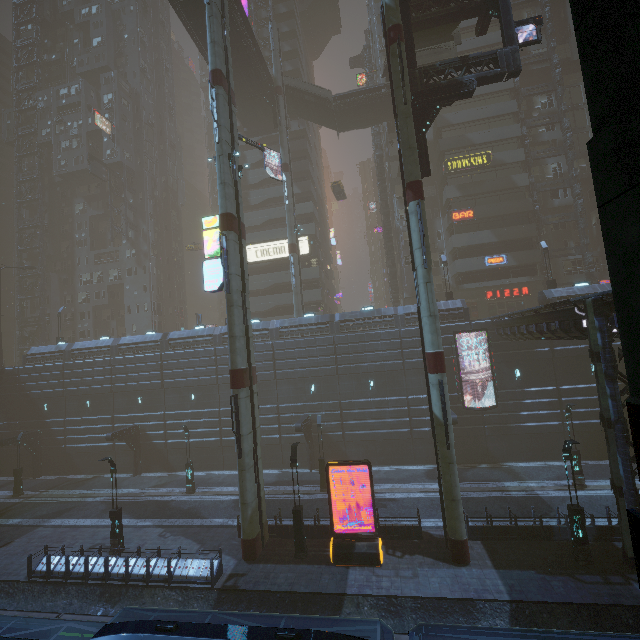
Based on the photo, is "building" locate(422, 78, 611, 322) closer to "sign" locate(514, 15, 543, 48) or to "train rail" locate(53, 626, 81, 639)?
"train rail" locate(53, 626, 81, 639)

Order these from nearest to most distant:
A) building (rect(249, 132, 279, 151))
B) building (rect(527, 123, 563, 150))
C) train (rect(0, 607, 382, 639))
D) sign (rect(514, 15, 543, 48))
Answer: train (rect(0, 607, 382, 639)) < sign (rect(514, 15, 543, 48)) < building (rect(527, 123, 563, 150)) < building (rect(249, 132, 279, 151))

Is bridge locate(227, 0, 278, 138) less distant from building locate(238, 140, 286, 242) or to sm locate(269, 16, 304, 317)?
sm locate(269, 16, 304, 317)

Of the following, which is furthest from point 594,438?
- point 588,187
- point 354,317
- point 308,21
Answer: point 308,21

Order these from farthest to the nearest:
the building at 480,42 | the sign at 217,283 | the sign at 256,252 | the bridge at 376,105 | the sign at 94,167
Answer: the sign at 94,167, the sign at 256,252, the building at 480,42, the bridge at 376,105, the sign at 217,283

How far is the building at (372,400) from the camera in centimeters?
2823cm

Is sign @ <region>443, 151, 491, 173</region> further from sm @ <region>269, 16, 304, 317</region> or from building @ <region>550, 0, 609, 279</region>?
sm @ <region>269, 16, 304, 317</region>

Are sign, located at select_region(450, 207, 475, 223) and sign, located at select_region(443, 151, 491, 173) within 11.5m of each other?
yes
